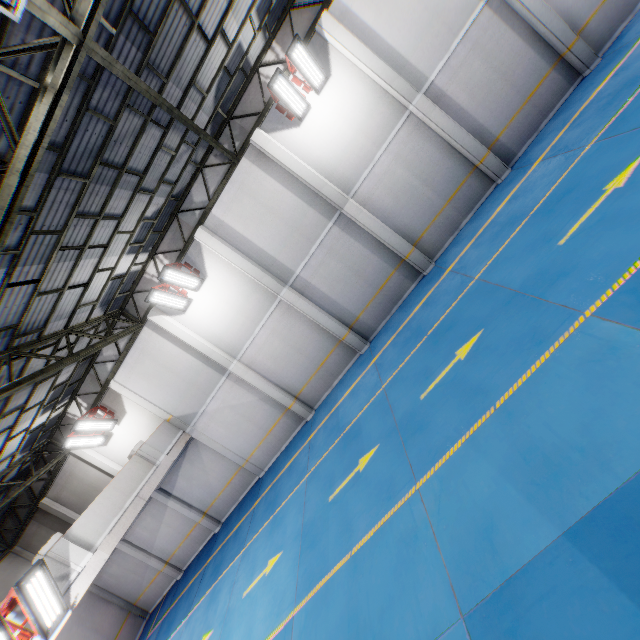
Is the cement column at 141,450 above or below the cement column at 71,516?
below

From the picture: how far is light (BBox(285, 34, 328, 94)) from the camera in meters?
9.6 m

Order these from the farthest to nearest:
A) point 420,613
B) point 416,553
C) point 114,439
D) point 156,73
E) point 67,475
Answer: point 67,475 < point 114,439 < point 156,73 < point 416,553 < point 420,613

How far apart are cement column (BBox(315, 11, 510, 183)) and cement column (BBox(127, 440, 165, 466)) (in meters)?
15.70

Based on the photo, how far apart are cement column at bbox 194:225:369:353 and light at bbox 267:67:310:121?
4.8 meters

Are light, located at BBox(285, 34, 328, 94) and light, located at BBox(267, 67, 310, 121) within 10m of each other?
yes

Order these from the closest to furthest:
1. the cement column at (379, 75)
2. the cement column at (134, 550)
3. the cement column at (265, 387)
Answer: the cement column at (379, 75) → the cement column at (265, 387) → the cement column at (134, 550)

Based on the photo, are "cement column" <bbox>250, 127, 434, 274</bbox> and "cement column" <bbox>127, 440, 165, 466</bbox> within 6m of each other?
no
